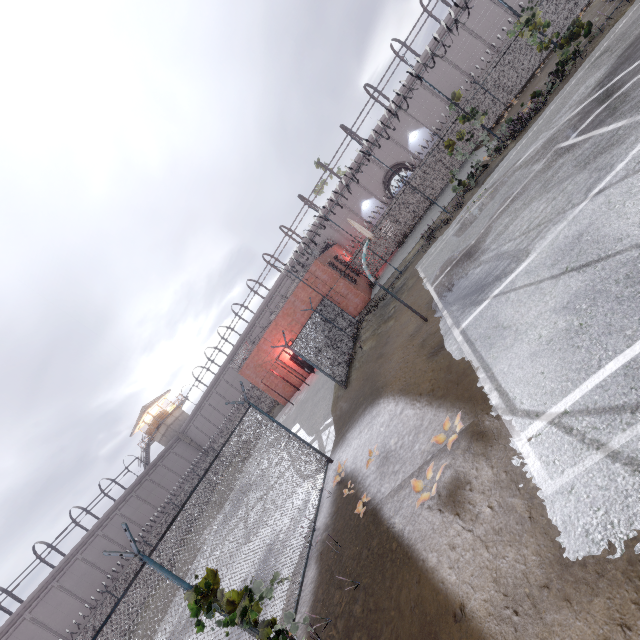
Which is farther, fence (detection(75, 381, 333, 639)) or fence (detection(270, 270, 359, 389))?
fence (detection(270, 270, 359, 389))

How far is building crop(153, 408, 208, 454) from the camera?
47.9m

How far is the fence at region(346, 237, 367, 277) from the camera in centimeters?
1893cm

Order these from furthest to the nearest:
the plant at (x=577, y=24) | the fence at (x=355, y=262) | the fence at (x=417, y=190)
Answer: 1. the fence at (x=355, y=262)
2. the fence at (x=417, y=190)
3. the plant at (x=577, y=24)

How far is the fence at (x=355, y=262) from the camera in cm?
1893

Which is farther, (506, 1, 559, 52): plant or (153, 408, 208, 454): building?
(153, 408, 208, 454): building

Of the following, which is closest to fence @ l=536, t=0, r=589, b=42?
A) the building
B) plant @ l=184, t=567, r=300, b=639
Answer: plant @ l=184, t=567, r=300, b=639

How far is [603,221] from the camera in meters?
5.3
